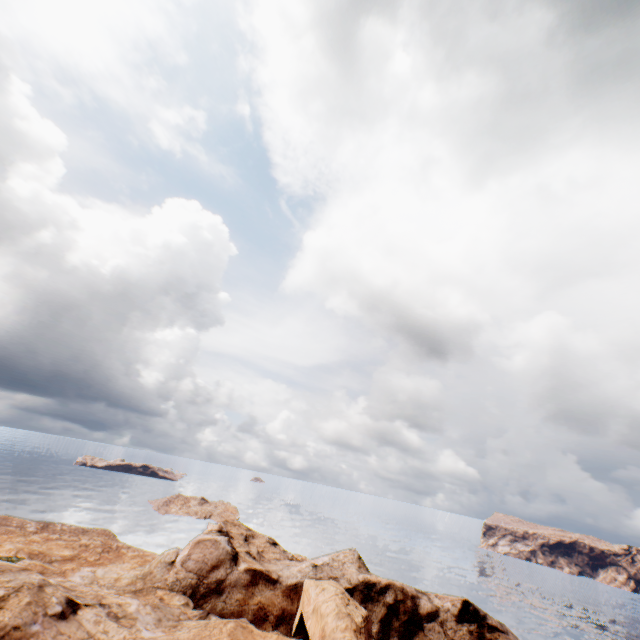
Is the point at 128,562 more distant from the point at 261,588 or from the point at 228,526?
the point at 228,526
